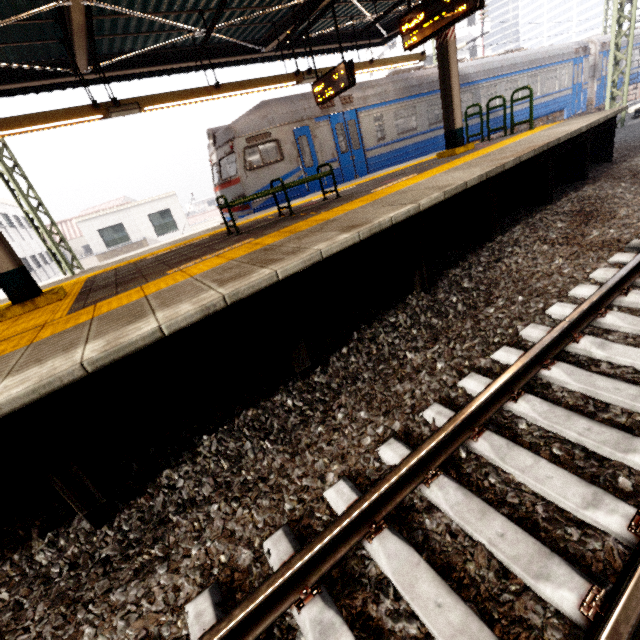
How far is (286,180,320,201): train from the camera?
10.1m

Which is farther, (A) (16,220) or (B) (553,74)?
(A) (16,220)

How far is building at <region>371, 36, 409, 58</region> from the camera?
37.0 meters

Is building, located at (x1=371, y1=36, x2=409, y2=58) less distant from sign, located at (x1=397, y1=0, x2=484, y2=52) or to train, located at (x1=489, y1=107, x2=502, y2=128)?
train, located at (x1=489, y1=107, x2=502, y2=128)

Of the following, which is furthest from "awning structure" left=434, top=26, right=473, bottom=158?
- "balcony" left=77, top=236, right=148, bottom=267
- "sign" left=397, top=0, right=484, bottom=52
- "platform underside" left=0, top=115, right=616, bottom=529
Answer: "balcony" left=77, top=236, right=148, bottom=267

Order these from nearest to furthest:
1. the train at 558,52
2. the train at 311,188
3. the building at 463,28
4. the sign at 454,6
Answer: the sign at 454,6
the train at 311,188
the train at 558,52
the building at 463,28

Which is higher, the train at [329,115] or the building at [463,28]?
the building at [463,28]

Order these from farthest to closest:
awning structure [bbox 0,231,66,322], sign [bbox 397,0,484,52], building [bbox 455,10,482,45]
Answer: building [bbox 455,10,482,45] < sign [bbox 397,0,484,52] < awning structure [bbox 0,231,66,322]
